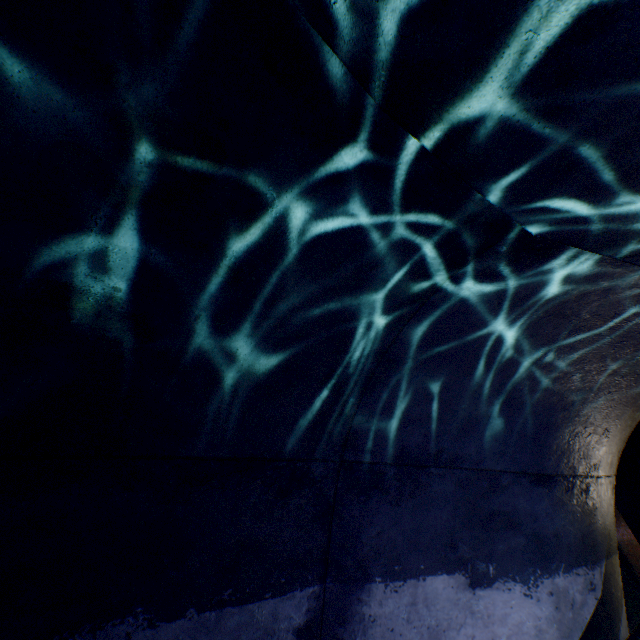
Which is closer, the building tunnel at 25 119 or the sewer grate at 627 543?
the building tunnel at 25 119

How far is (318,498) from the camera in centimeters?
271cm

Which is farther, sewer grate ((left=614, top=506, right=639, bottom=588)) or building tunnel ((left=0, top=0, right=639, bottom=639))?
sewer grate ((left=614, top=506, right=639, bottom=588))

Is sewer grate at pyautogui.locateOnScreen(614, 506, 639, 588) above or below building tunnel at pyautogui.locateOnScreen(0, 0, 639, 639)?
below

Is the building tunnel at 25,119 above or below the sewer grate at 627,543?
above
